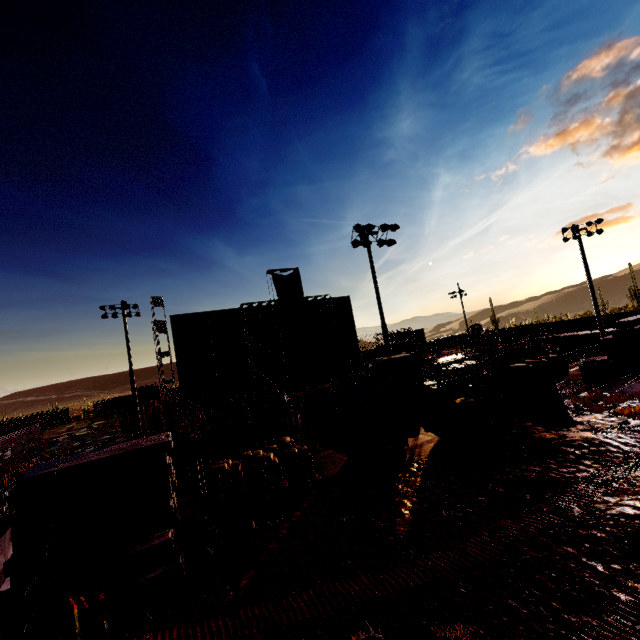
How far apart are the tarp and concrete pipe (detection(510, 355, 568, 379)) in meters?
23.3

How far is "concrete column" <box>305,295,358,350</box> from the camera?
45.00m

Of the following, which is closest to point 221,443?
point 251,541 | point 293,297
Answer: point 251,541

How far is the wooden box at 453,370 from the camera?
17.9m

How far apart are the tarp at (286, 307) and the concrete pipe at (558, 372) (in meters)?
23.34

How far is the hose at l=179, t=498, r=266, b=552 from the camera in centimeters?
922cm

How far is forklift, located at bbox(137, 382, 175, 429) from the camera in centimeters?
2911cm

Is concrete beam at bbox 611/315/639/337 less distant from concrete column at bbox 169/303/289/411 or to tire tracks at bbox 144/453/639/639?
tire tracks at bbox 144/453/639/639
